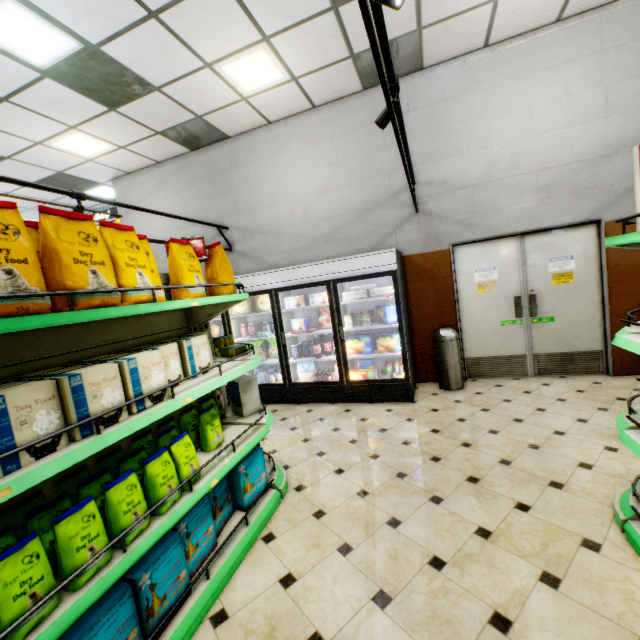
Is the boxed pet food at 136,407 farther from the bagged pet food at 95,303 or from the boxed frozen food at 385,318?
the boxed frozen food at 385,318

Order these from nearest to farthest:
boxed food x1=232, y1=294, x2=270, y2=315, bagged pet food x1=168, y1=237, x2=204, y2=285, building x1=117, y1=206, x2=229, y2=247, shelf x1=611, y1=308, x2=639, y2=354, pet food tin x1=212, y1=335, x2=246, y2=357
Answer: shelf x1=611, y1=308, x2=639, y2=354
bagged pet food x1=168, y1=237, x2=204, y2=285
pet food tin x1=212, y1=335, x2=246, y2=357
boxed food x1=232, y1=294, x2=270, y2=315
building x1=117, y1=206, x2=229, y2=247

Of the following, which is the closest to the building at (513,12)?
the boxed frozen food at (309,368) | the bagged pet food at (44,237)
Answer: the boxed frozen food at (309,368)

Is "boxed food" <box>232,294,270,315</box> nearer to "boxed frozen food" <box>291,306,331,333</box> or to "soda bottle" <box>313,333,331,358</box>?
"boxed frozen food" <box>291,306,331,333</box>

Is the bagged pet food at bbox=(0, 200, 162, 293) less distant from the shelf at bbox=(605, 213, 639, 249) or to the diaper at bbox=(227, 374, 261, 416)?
the diaper at bbox=(227, 374, 261, 416)

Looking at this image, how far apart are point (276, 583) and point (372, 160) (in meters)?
5.65

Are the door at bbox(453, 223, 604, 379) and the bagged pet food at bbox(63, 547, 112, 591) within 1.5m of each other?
no

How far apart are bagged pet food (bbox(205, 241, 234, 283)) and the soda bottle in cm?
233
